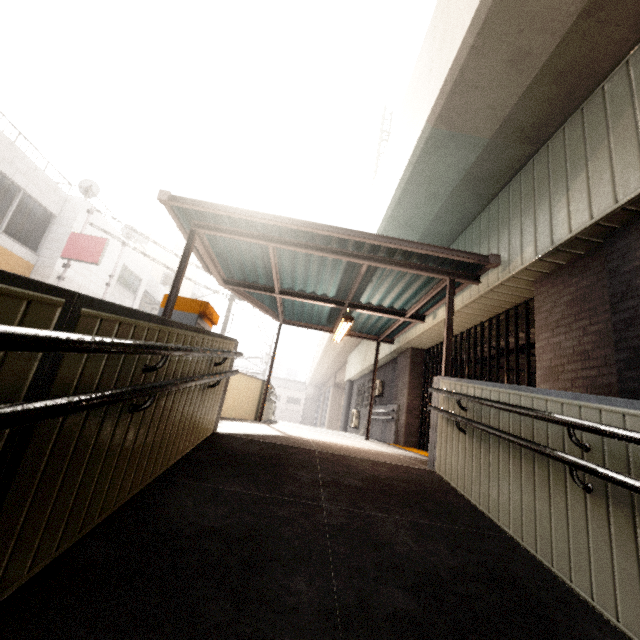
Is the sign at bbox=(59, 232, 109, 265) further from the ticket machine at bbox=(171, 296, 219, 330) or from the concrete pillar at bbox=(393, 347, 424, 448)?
the concrete pillar at bbox=(393, 347, 424, 448)

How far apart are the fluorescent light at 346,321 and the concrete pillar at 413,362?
2.84m

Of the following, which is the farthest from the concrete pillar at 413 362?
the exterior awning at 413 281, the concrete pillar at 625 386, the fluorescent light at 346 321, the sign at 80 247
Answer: the sign at 80 247

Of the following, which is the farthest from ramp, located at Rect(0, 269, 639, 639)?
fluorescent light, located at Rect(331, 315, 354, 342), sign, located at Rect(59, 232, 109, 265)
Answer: sign, located at Rect(59, 232, 109, 265)

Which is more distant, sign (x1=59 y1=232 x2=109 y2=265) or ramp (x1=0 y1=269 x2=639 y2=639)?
sign (x1=59 y1=232 x2=109 y2=265)

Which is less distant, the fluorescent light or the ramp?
the ramp

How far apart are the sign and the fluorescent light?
9.2m

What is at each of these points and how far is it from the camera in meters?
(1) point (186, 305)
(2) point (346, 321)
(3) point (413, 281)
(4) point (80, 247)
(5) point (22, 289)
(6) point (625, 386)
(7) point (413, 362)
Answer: (1) ticket machine, 5.2 m
(2) fluorescent light, 6.6 m
(3) exterior awning, 6.3 m
(4) sign, 11.7 m
(5) ramp, 1.0 m
(6) concrete pillar, 3.2 m
(7) concrete pillar, 10.1 m
